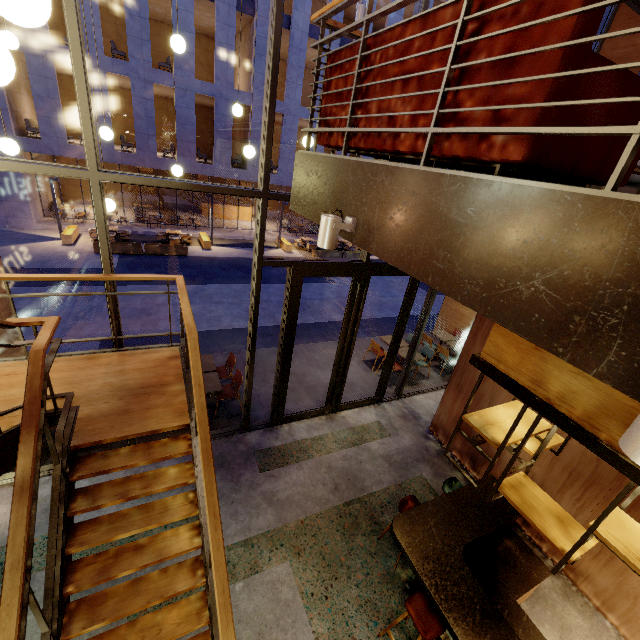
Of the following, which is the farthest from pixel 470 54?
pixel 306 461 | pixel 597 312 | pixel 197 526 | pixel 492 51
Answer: pixel 306 461

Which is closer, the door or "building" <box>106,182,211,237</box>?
the door

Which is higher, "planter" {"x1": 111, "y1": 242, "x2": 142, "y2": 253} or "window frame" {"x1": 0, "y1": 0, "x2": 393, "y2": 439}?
"window frame" {"x1": 0, "y1": 0, "x2": 393, "y2": 439}

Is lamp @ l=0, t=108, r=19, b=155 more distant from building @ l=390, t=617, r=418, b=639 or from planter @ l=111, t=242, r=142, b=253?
planter @ l=111, t=242, r=142, b=253

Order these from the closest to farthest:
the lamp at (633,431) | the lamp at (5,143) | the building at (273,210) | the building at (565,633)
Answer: the lamp at (633,431)
the lamp at (5,143)
the building at (565,633)
the building at (273,210)

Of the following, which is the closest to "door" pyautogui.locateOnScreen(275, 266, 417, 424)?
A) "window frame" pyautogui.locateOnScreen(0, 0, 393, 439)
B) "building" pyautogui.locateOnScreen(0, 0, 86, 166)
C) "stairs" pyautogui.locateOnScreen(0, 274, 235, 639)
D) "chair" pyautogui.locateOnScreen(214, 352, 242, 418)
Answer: "window frame" pyautogui.locateOnScreen(0, 0, 393, 439)

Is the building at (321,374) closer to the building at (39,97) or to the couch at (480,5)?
the couch at (480,5)

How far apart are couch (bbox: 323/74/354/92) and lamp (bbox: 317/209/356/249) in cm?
47
